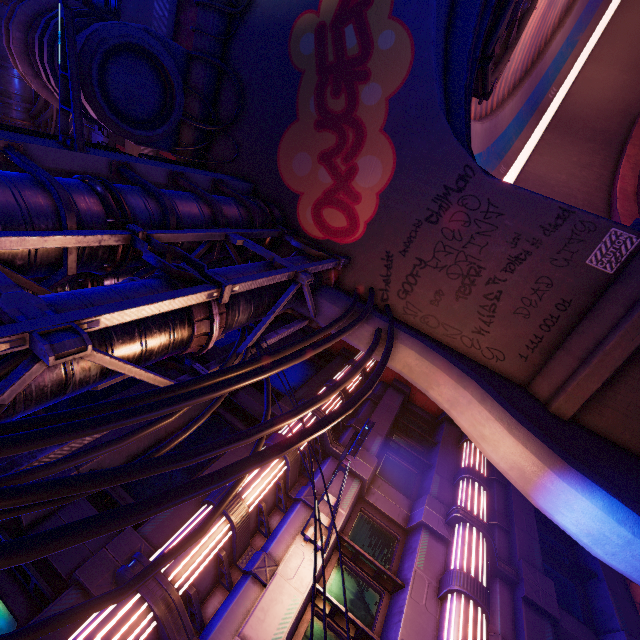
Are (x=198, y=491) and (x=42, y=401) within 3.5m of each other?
yes

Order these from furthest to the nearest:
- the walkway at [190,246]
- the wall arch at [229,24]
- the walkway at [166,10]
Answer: the walkway at [166,10] → the wall arch at [229,24] → the walkway at [190,246]

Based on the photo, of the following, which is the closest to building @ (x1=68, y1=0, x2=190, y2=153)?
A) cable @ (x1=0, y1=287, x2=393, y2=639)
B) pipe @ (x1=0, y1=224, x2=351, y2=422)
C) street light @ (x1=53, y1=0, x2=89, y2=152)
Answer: street light @ (x1=53, y1=0, x2=89, y2=152)

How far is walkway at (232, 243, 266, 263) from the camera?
9.6 meters

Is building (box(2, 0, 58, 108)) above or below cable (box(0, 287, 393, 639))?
above

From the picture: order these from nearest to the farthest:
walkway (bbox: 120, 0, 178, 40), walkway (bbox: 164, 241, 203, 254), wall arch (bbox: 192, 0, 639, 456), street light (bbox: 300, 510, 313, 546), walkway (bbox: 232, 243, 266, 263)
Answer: street light (bbox: 300, 510, 313, 546), walkway (bbox: 164, 241, 203, 254), wall arch (bbox: 192, 0, 639, 456), walkway (bbox: 232, 243, 266, 263), walkway (bbox: 120, 0, 178, 40)

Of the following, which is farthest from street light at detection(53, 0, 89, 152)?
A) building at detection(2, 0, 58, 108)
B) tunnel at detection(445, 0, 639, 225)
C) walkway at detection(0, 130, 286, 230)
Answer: tunnel at detection(445, 0, 639, 225)

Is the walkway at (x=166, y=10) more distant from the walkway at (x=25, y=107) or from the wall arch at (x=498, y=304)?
the walkway at (x=25, y=107)
